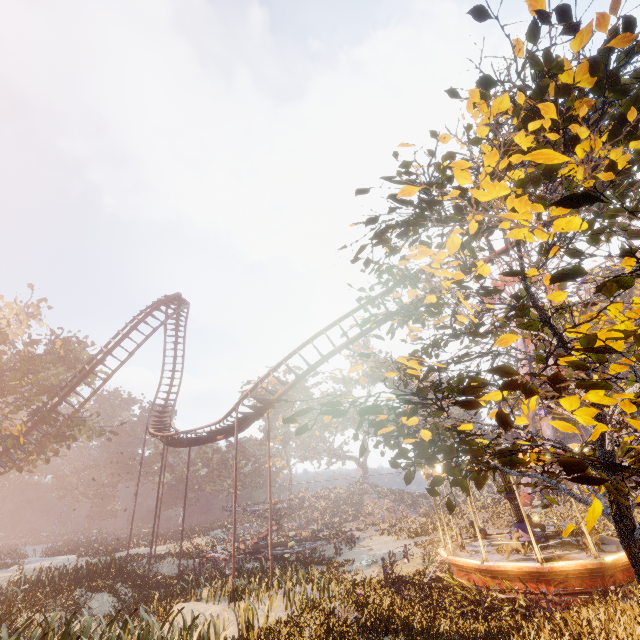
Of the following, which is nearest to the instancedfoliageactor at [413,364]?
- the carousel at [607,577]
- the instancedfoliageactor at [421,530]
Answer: the carousel at [607,577]

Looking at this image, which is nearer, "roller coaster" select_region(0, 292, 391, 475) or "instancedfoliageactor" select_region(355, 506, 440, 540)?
"roller coaster" select_region(0, 292, 391, 475)

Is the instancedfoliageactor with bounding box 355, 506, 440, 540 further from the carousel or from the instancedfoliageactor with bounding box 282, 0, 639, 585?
the instancedfoliageactor with bounding box 282, 0, 639, 585

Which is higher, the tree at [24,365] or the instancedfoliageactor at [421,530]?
the tree at [24,365]

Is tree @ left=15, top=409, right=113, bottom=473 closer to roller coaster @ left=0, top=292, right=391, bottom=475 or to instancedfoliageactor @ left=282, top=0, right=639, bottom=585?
roller coaster @ left=0, top=292, right=391, bottom=475

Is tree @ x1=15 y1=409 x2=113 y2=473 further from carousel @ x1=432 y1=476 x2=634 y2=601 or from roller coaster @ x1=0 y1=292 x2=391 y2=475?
carousel @ x1=432 y1=476 x2=634 y2=601

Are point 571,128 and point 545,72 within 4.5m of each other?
yes

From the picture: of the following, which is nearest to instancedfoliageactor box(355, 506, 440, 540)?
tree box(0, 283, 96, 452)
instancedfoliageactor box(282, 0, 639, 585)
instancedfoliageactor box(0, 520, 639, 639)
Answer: instancedfoliageactor box(282, 0, 639, 585)
